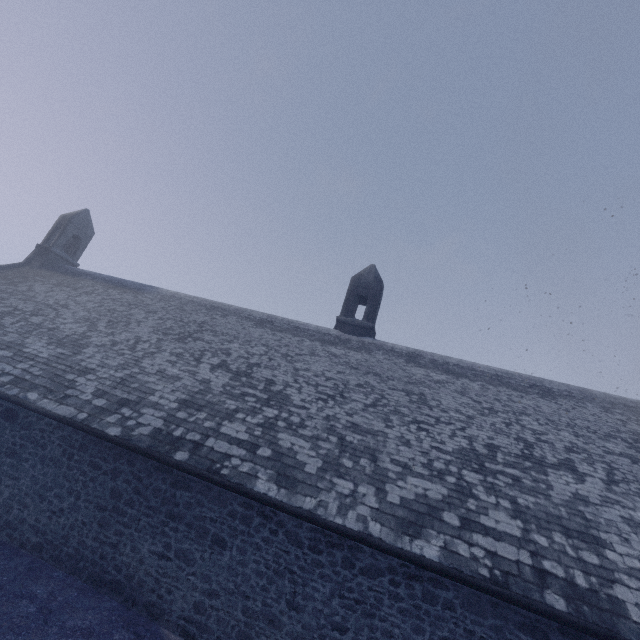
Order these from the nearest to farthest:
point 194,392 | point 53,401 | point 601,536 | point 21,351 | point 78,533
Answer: point 601,536 → point 78,533 → point 53,401 → point 194,392 → point 21,351
